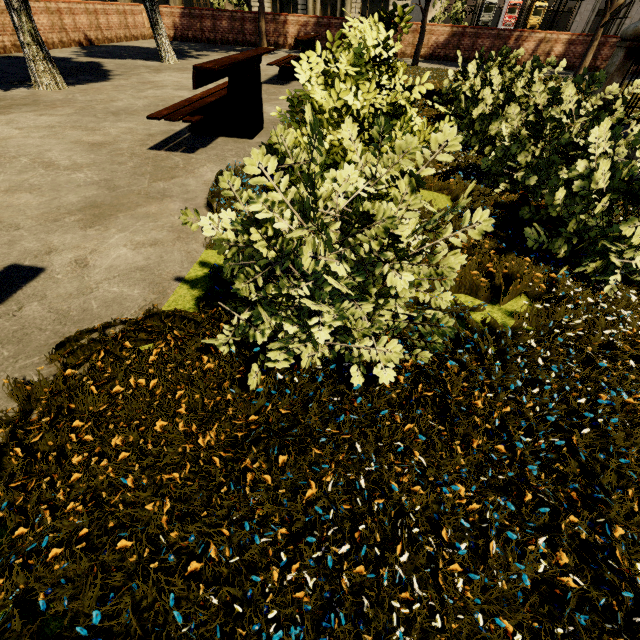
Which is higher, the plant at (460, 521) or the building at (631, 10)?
the building at (631, 10)

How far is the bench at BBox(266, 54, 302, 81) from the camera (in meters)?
7.62

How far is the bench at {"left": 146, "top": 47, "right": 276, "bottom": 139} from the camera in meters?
3.6 m

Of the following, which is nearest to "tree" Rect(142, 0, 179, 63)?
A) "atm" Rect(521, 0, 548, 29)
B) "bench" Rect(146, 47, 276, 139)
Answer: "bench" Rect(146, 47, 276, 139)

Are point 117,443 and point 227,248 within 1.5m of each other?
yes

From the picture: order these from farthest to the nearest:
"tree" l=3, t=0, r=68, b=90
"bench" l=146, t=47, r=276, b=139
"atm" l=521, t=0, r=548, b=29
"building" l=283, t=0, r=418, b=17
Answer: "building" l=283, t=0, r=418, b=17, "atm" l=521, t=0, r=548, b=29, "tree" l=3, t=0, r=68, b=90, "bench" l=146, t=47, r=276, b=139

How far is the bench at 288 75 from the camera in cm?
762
